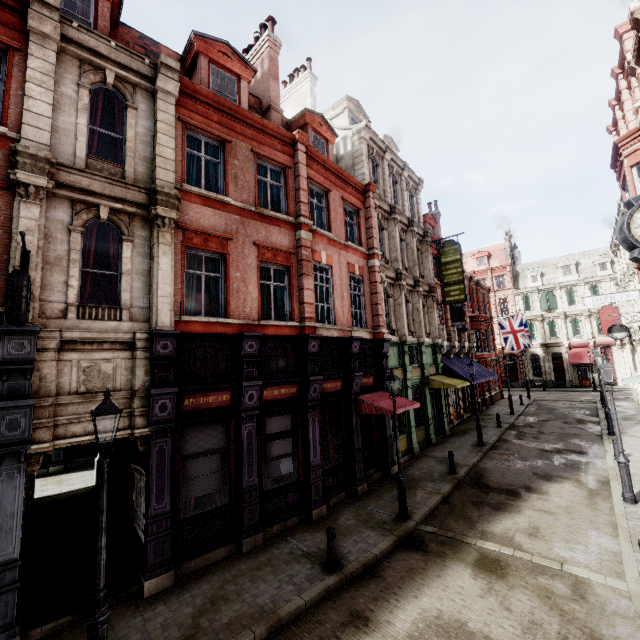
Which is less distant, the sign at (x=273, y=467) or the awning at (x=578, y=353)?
the sign at (x=273, y=467)

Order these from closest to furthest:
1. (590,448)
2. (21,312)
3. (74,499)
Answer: (21,312) < (74,499) < (590,448)

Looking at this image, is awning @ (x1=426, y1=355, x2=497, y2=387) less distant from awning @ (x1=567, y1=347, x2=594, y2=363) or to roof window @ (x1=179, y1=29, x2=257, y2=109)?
roof window @ (x1=179, y1=29, x2=257, y2=109)

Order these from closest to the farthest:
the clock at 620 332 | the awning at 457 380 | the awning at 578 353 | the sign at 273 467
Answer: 1. the sign at 273 467
2. the awning at 457 380
3. the clock at 620 332
4. the awning at 578 353

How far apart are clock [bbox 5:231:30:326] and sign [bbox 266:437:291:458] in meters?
7.1

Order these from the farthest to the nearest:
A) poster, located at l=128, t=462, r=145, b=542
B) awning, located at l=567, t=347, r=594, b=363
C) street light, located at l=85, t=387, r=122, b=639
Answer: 1. awning, located at l=567, t=347, r=594, b=363
2. poster, located at l=128, t=462, r=145, b=542
3. street light, located at l=85, t=387, r=122, b=639

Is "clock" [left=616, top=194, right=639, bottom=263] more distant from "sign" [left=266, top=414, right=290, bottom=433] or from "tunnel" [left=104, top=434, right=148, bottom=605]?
"tunnel" [left=104, top=434, right=148, bottom=605]

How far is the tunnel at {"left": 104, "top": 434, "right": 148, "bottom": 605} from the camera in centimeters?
778cm
